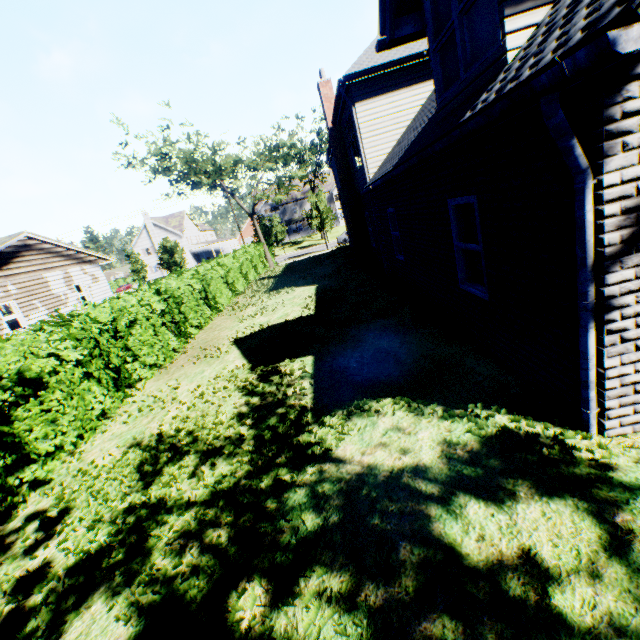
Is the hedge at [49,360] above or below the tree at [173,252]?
below

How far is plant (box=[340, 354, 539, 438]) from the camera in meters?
3.8 m

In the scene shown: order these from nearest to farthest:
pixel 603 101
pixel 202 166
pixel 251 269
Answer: pixel 603 101 < pixel 251 269 < pixel 202 166

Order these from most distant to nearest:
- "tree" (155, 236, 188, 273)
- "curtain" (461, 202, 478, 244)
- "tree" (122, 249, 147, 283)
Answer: "tree" (122, 249, 147, 283), "tree" (155, 236, 188, 273), "curtain" (461, 202, 478, 244)

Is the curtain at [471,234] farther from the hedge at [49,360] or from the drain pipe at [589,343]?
the hedge at [49,360]

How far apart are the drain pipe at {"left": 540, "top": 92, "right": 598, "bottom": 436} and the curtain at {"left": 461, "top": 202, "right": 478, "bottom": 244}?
2.0 meters

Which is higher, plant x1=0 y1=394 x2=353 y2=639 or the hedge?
the hedge

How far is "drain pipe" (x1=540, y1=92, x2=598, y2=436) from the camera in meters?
2.5
